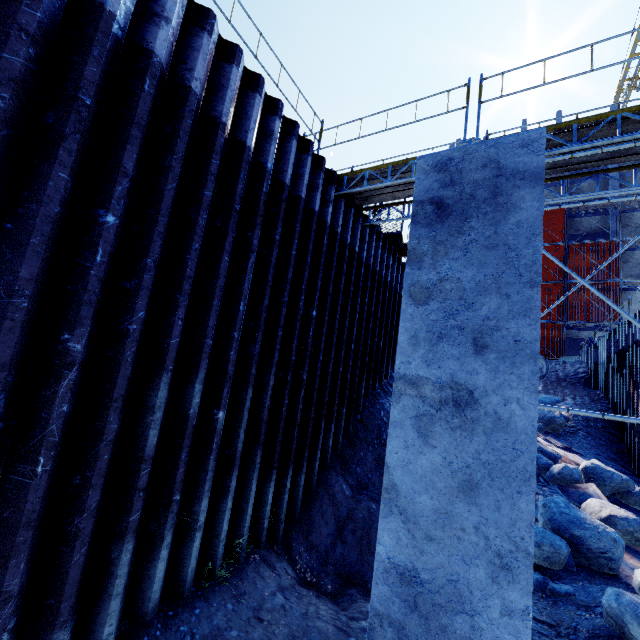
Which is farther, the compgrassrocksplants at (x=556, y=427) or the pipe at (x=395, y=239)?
the compgrassrocksplants at (x=556, y=427)

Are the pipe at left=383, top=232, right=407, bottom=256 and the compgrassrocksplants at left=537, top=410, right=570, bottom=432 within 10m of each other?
no

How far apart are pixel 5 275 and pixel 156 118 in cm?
241

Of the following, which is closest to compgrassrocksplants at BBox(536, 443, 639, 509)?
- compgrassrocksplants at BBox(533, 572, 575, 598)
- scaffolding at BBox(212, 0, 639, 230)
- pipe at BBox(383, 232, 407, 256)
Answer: scaffolding at BBox(212, 0, 639, 230)

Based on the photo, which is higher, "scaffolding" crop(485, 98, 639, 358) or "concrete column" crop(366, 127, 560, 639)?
"scaffolding" crop(485, 98, 639, 358)

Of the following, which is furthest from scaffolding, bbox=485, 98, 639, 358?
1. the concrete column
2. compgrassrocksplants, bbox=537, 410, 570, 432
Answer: compgrassrocksplants, bbox=537, 410, 570, 432

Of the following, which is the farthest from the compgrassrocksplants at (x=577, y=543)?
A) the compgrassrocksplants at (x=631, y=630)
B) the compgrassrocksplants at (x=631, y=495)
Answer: the compgrassrocksplants at (x=631, y=495)

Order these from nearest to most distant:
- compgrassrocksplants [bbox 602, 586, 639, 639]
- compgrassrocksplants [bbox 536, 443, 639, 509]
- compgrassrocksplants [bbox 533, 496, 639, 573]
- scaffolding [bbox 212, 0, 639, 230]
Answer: compgrassrocksplants [bbox 602, 586, 639, 639] → scaffolding [bbox 212, 0, 639, 230] → compgrassrocksplants [bbox 533, 496, 639, 573] → compgrassrocksplants [bbox 536, 443, 639, 509]
